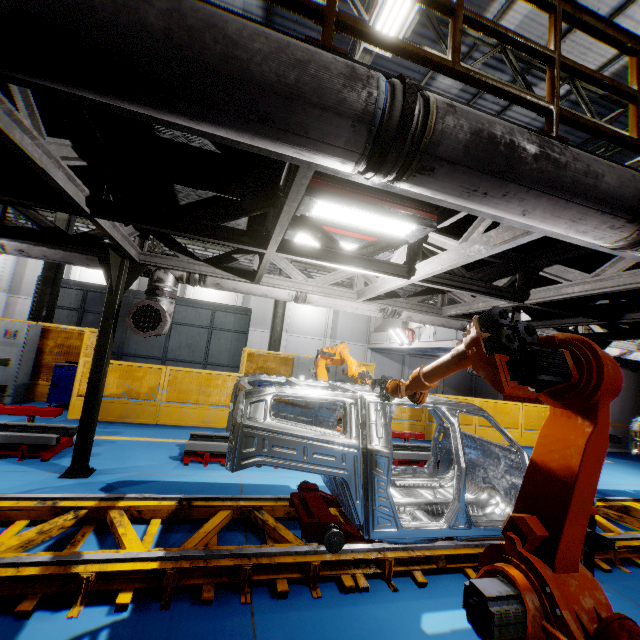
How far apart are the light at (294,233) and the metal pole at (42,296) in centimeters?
981cm

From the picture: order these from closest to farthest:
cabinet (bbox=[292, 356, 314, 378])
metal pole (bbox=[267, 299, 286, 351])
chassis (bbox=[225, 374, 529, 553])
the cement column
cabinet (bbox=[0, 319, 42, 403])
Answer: chassis (bbox=[225, 374, 529, 553])
cabinet (bbox=[0, 319, 42, 403])
cabinet (bbox=[292, 356, 314, 378])
metal pole (bbox=[267, 299, 286, 351])
the cement column

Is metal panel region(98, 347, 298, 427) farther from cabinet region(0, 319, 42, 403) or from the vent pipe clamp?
the vent pipe clamp

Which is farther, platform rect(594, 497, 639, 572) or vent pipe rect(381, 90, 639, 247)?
platform rect(594, 497, 639, 572)

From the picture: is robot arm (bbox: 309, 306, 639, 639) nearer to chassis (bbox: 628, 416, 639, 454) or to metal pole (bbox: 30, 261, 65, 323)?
chassis (bbox: 628, 416, 639, 454)

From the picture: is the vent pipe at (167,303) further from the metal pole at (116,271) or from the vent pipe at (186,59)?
the vent pipe at (186,59)

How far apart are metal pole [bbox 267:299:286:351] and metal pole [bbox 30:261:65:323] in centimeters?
611cm

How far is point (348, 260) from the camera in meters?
4.3
